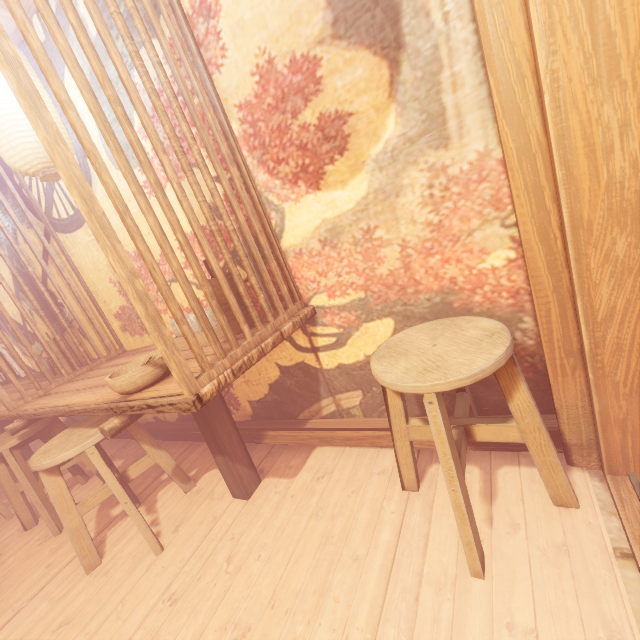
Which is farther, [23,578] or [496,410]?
[23,578]

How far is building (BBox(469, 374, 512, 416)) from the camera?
2.7 meters

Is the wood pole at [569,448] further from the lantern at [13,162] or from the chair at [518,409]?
the lantern at [13,162]

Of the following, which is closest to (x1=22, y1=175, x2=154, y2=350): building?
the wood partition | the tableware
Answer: the wood partition

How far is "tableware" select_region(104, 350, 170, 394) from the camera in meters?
2.4 m

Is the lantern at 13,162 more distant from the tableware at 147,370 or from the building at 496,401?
the tableware at 147,370

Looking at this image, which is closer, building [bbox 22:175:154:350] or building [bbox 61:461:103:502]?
building [bbox 22:175:154:350]

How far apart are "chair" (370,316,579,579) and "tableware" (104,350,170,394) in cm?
150
